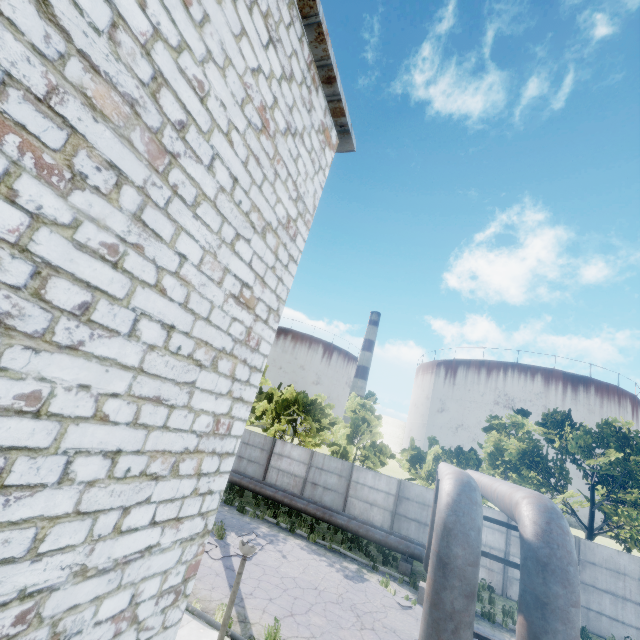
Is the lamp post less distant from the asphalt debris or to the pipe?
the pipe

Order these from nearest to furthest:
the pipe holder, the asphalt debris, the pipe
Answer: the pipe < the asphalt debris < the pipe holder

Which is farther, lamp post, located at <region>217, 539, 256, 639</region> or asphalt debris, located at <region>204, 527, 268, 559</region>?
asphalt debris, located at <region>204, 527, 268, 559</region>

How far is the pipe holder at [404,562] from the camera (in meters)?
15.05

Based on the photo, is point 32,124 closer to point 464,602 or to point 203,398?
point 203,398

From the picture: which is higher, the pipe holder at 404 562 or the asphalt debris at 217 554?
the pipe holder at 404 562

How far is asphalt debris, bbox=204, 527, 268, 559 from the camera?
11.97m

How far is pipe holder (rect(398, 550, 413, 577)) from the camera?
15.1m
